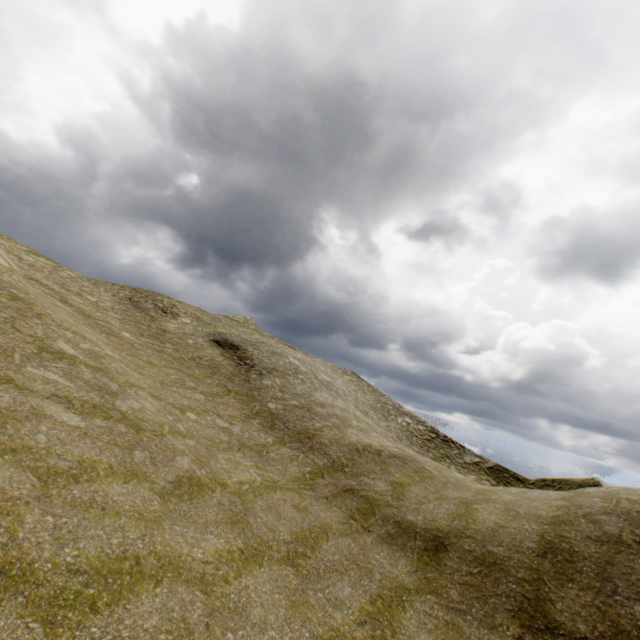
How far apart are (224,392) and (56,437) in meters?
13.2 m
